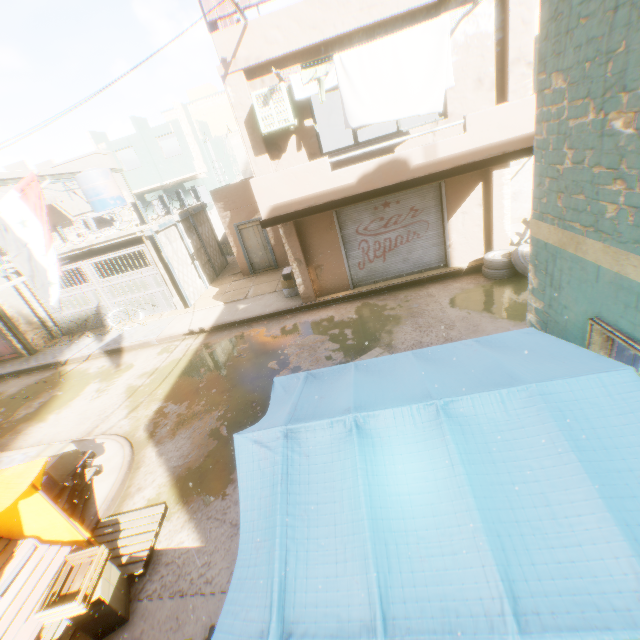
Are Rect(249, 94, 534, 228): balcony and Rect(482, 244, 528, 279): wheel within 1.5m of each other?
yes

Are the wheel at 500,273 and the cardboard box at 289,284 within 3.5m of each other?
no

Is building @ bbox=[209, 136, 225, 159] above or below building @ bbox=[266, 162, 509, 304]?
above

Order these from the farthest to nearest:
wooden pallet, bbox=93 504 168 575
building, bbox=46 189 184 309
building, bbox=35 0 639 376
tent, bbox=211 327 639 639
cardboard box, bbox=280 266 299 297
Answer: building, bbox=46 189 184 309 → cardboard box, bbox=280 266 299 297 → wooden pallet, bbox=93 504 168 575 → building, bbox=35 0 639 376 → tent, bbox=211 327 639 639

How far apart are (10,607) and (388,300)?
9.6 meters

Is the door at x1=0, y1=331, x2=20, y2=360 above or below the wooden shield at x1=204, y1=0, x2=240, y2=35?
below

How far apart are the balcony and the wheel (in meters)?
0.66

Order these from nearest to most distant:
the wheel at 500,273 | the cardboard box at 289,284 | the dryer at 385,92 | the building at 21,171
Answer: the dryer at 385,92
the wheel at 500,273
the cardboard box at 289,284
the building at 21,171
